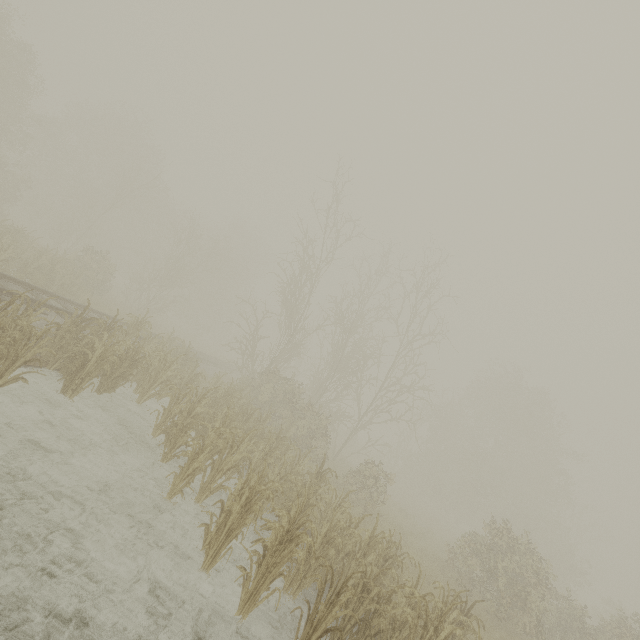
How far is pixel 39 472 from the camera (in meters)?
5.21
